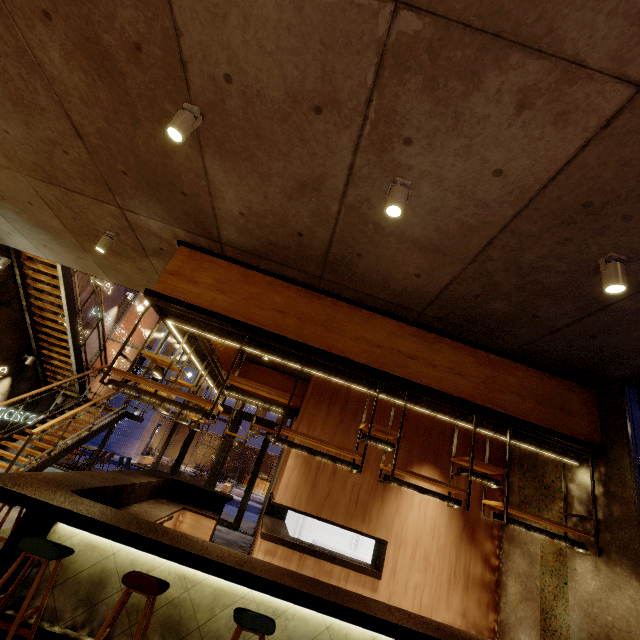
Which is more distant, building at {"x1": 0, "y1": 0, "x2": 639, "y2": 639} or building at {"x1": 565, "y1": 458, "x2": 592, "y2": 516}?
building at {"x1": 565, "y1": 458, "x2": 592, "y2": 516}

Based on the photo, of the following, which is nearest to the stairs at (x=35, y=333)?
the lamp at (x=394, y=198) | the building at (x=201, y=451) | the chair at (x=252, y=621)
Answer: the chair at (x=252, y=621)

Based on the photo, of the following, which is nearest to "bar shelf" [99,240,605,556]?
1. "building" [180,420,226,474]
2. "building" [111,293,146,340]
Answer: "building" [111,293,146,340]

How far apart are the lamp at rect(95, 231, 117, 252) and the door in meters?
8.2 m

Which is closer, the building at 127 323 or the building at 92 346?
the building at 92 346

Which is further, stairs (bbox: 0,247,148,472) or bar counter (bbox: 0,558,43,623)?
stairs (bbox: 0,247,148,472)

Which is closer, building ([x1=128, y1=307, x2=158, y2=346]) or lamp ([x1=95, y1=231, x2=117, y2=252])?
lamp ([x1=95, y1=231, x2=117, y2=252])

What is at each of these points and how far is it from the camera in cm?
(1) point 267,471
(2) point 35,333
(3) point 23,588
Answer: (1) building, 3291
(2) stairs, 911
(3) bar counter, 313
